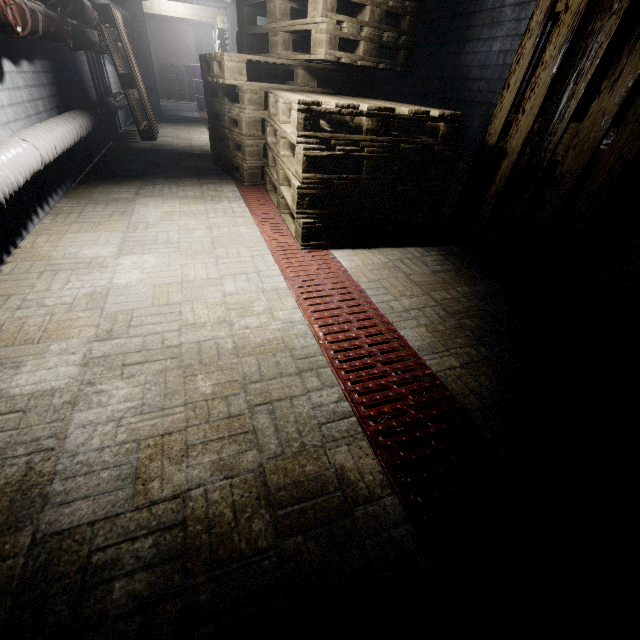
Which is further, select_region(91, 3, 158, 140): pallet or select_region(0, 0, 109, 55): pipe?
select_region(91, 3, 158, 140): pallet

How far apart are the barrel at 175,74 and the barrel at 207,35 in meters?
0.1

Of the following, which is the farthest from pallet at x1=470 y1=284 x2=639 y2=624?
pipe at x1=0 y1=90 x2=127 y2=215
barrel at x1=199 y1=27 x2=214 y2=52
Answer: barrel at x1=199 y1=27 x2=214 y2=52

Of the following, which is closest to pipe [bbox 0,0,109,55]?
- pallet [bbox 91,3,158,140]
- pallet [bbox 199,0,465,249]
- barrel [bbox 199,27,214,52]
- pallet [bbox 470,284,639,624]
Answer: pallet [bbox 91,3,158,140]

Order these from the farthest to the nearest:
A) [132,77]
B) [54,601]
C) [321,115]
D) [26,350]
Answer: [132,77]
[321,115]
[26,350]
[54,601]

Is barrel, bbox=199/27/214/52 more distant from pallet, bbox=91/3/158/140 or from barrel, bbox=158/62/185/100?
pallet, bbox=91/3/158/140

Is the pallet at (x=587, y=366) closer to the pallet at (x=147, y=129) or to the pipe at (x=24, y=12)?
the pipe at (x=24, y=12)

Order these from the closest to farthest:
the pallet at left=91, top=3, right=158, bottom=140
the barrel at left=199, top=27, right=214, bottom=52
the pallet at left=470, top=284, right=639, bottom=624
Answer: the pallet at left=470, top=284, right=639, bottom=624 < the pallet at left=91, top=3, right=158, bottom=140 < the barrel at left=199, top=27, right=214, bottom=52
